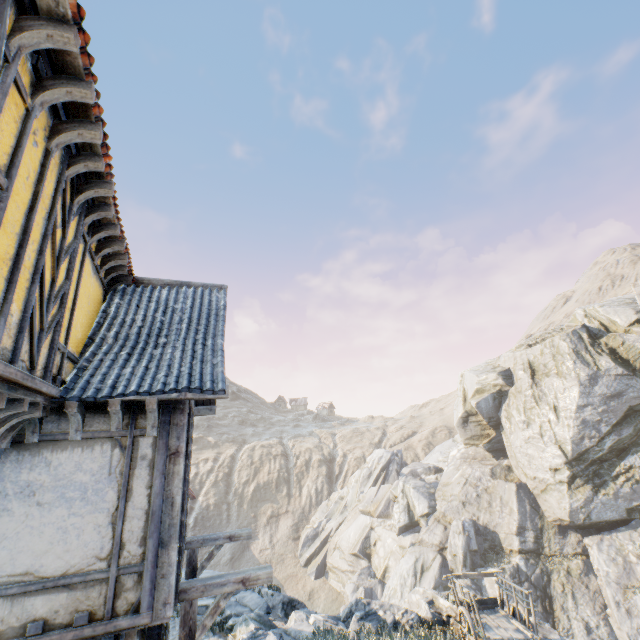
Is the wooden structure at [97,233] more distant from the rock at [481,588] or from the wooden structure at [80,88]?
the rock at [481,588]

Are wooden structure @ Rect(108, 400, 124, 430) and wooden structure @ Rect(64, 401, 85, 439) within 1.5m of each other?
yes

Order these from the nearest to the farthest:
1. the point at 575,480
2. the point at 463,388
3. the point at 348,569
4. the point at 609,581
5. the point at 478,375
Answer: the point at 609,581, the point at 575,480, the point at 348,569, the point at 478,375, the point at 463,388

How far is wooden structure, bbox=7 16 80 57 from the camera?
2.6 meters

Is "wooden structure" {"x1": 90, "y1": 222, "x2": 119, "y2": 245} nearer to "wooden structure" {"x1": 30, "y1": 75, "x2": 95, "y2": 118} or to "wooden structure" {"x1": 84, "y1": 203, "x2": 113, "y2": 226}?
"wooden structure" {"x1": 84, "y1": 203, "x2": 113, "y2": 226}

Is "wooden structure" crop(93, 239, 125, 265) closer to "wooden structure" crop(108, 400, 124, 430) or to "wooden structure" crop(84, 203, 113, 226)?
"wooden structure" crop(84, 203, 113, 226)

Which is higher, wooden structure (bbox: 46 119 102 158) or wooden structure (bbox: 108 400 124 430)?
wooden structure (bbox: 46 119 102 158)

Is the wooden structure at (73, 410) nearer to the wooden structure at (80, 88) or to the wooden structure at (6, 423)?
the wooden structure at (6, 423)
